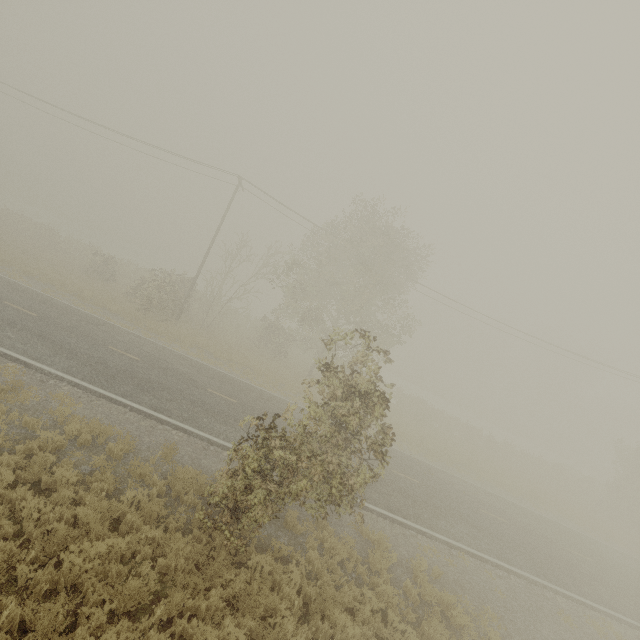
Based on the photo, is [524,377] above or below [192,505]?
above
